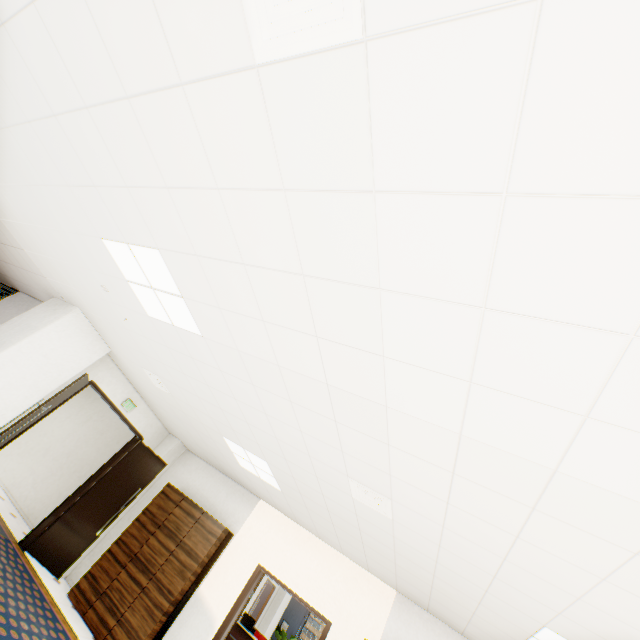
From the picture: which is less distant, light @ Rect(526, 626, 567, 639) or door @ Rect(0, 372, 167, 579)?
light @ Rect(526, 626, 567, 639)

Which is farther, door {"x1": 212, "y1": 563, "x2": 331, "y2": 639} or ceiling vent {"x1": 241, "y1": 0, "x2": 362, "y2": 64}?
door {"x1": 212, "y1": 563, "x2": 331, "y2": 639}

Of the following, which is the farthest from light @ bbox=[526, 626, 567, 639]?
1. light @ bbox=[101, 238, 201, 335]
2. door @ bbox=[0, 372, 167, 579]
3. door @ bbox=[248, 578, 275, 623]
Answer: door @ bbox=[248, 578, 275, 623]

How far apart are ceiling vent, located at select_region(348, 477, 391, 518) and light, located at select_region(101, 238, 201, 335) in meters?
2.2 m

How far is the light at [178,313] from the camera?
2.90m

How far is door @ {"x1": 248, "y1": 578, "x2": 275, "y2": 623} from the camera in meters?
13.8

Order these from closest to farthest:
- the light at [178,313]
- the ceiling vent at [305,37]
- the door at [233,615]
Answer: the ceiling vent at [305,37] → the light at [178,313] → the door at [233,615]

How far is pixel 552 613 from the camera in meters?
2.8
